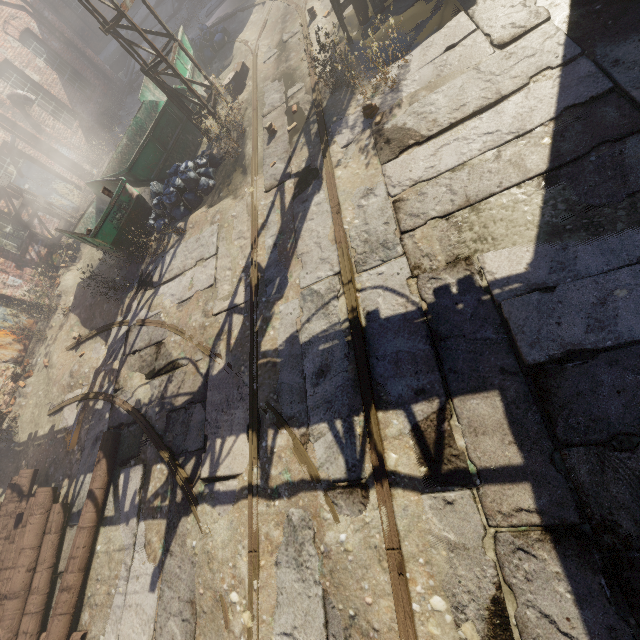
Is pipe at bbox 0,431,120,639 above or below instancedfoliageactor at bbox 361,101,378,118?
above

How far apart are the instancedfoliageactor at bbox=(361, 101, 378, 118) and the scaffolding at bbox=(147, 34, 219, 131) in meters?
4.5

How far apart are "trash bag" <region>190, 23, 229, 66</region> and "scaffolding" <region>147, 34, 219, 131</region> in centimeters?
459cm

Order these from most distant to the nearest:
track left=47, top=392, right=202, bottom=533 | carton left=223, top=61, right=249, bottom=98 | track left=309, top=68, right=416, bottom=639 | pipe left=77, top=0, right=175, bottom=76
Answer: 1. carton left=223, top=61, right=249, bottom=98
2. pipe left=77, top=0, right=175, bottom=76
3. track left=47, top=392, right=202, bottom=533
4. track left=309, top=68, right=416, bottom=639

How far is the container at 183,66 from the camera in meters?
10.7 m

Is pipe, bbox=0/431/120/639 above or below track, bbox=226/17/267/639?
above

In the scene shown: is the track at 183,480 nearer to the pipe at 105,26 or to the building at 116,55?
the pipe at 105,26

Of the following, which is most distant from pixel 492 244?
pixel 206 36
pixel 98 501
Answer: pixel 206 36
